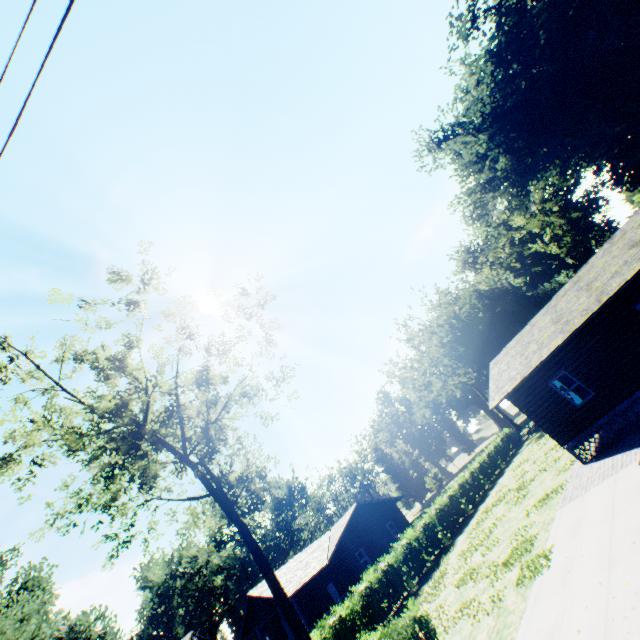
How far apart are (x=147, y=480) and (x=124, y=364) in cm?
867

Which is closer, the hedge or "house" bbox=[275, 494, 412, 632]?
the hedge

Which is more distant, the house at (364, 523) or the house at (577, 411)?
the house at (364, 523)

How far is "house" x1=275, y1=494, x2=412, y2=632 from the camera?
26.61m

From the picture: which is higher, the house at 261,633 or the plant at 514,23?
the plant at 514,23

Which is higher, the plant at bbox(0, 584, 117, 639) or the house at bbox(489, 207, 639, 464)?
the plant at bbox(0, 584, 117, 639)

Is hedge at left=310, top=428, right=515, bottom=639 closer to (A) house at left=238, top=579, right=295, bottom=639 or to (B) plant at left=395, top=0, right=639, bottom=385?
(A) house at left=238, top=579, right=295, bottom=639

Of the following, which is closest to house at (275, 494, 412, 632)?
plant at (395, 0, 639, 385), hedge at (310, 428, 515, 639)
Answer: hedge at (310, 428, 515, 639)
